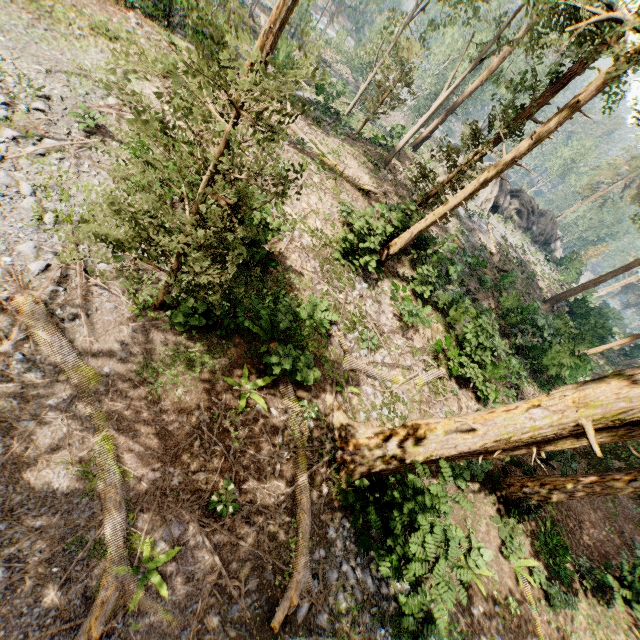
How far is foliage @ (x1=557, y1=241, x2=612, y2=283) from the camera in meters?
42.8 m

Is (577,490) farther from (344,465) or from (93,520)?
(93,520)

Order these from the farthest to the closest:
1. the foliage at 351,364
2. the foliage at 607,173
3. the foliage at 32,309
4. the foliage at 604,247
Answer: the foliage at 607,173 < the foliage at 604,247 < the foliage at 351,364 < the foliage at 32,309

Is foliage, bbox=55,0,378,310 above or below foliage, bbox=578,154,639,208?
below

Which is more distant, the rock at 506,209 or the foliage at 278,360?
the rock at 506,209

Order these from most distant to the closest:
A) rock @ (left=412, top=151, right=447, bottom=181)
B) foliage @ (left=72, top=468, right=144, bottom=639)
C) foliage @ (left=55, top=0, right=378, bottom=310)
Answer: rock @ (left=412, top=151, right=447, bottom=181), foliage @ (left=72, top=468, right=144, bottom=639), foliage @ (left=55, top=0, right=378, bottom=310)

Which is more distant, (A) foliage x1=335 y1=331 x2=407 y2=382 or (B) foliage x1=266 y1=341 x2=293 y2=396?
(A) foliage x1=335 y1=331 x2=407 y2=382
